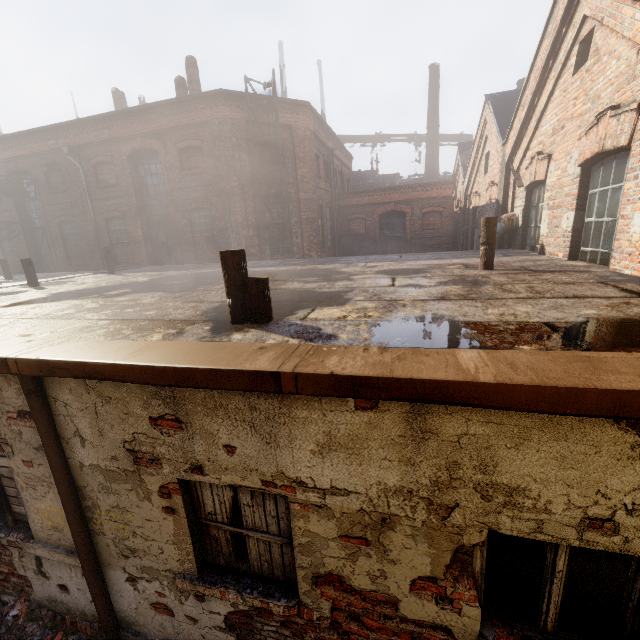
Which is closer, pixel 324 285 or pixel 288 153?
pixel 324 285

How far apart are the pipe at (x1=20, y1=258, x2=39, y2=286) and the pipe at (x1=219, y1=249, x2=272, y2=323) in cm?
848

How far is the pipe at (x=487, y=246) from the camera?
5.77m

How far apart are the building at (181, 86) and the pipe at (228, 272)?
15.8 meters

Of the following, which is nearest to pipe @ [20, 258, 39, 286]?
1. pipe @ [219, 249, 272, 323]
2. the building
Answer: pipe @ [219, 249, 272, 323]

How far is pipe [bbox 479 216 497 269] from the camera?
5.8m

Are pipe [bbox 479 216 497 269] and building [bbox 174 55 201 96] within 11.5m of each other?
no

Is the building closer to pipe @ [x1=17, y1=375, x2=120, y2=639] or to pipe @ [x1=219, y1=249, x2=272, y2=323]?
pipe @ [x1=219, y1=249, x2=272, y2=323]
